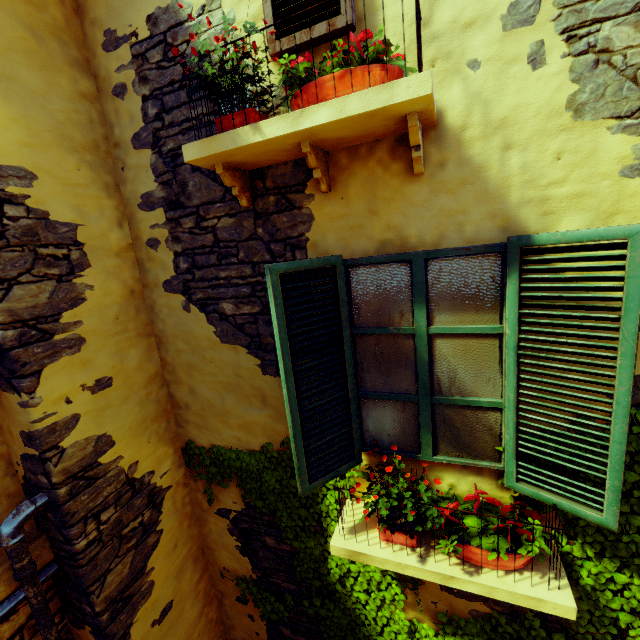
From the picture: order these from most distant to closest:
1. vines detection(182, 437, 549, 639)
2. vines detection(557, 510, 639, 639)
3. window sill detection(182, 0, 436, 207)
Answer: vines detection(182, 437, 549, 639), vines detection(557, 510, 639, 639), window sill detection(182, 0, 436, 207)

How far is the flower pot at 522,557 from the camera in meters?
2.0

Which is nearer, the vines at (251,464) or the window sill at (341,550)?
Answer: the window sill at (341,550)

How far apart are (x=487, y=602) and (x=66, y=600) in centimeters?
359cm

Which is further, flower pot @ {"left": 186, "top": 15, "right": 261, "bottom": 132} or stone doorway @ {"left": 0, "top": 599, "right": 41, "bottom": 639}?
stone doorway @ {"left": 0, "top": 599, "right": 41, "bottom": 639}

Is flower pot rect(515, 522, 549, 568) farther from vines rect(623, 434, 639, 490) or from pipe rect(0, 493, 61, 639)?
pipe rect(0, 493, 61, 639)

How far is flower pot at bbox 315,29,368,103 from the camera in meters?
1.7

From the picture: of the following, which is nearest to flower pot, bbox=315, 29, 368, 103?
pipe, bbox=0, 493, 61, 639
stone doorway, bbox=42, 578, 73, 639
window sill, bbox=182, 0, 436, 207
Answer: window sill, bbox=182, 0, 436, 207
